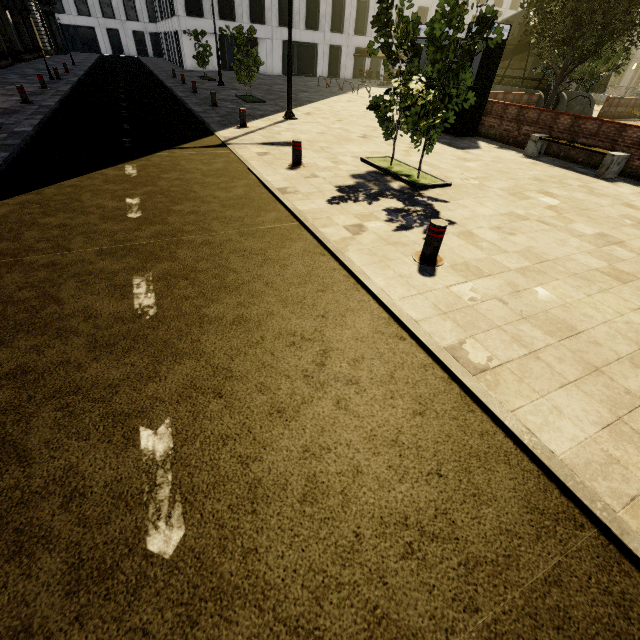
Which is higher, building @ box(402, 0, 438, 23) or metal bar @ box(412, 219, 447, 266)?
building @ box(402, 0, 438, 23)

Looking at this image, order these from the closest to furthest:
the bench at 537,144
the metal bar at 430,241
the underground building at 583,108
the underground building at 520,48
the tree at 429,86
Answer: the metal bar at 430,241 < the tree at 429,86 < the bench at 537,144 < the underground building at 520,48 < the underground building at 583,108

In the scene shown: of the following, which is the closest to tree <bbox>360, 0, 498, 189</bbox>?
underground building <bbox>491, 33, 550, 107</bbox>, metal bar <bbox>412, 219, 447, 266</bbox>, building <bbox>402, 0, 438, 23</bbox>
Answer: underground building <bbox>491, 33, 550, 107</bbox>

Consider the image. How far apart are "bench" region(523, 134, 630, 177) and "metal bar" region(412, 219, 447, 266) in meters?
8.1

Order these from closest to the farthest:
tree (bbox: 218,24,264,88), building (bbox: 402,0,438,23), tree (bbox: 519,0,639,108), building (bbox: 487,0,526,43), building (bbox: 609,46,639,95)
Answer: tree (bbox: 519,0,639,108)
tree (bbox: 218,24,264,88)
building (bbox: 402,0,438,23)
building (bbox: 487,0,526,43)
building (bbox: 609,46,639,95)

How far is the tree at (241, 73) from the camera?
14.8 meters

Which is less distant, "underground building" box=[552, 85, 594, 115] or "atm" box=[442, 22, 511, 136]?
"atm" box=[442, 22, 511, 136]

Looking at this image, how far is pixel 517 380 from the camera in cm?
294
